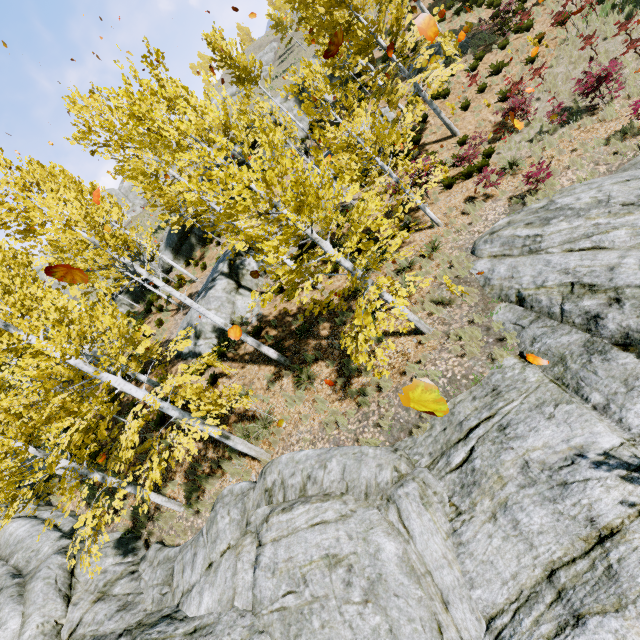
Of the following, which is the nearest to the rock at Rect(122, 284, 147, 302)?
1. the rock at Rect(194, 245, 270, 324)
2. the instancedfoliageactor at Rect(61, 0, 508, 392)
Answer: → the instancedfoliageactor at Rect(61, 0, 508, 392)

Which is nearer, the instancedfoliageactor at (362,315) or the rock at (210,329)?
the instancedfoliageactor at (362,315)

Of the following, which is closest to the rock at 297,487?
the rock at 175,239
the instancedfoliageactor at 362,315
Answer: the instancedfoliageactor at 362,315

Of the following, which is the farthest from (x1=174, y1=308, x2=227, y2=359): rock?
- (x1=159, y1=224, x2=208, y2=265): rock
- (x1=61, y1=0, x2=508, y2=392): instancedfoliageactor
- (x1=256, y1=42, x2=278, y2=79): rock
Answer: (x1=256, y1=42, x2=278, y2=79): rock

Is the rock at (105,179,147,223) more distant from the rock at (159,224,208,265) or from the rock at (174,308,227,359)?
the rock at (174,308,227,359)

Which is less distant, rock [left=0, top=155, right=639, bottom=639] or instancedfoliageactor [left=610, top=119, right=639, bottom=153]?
rock [left=0, top=155, right=639, bottom=639]

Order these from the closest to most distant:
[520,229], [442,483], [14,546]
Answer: [442,483] < [520,229] < [14,546]
